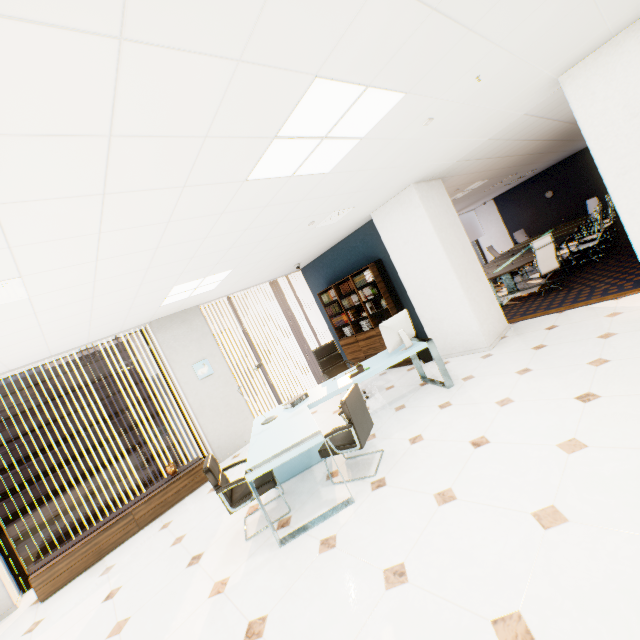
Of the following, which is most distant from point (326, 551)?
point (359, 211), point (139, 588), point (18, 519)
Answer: point (18, 519)

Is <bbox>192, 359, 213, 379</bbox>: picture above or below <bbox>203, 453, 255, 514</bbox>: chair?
above

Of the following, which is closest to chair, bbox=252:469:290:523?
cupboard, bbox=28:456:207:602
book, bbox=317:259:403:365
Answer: cupboard, bbox=28:456:207:602

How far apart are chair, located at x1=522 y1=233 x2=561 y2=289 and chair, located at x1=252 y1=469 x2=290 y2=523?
6.4m

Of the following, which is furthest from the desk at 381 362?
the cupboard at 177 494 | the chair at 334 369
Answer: the cupboard at 177 494

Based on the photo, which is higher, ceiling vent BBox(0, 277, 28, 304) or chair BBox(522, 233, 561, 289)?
ceiling vent BBox(0, 277, 28, 304)

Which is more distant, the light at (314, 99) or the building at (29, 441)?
the building at (29, 441)

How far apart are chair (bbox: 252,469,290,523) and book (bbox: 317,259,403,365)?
3.7m
